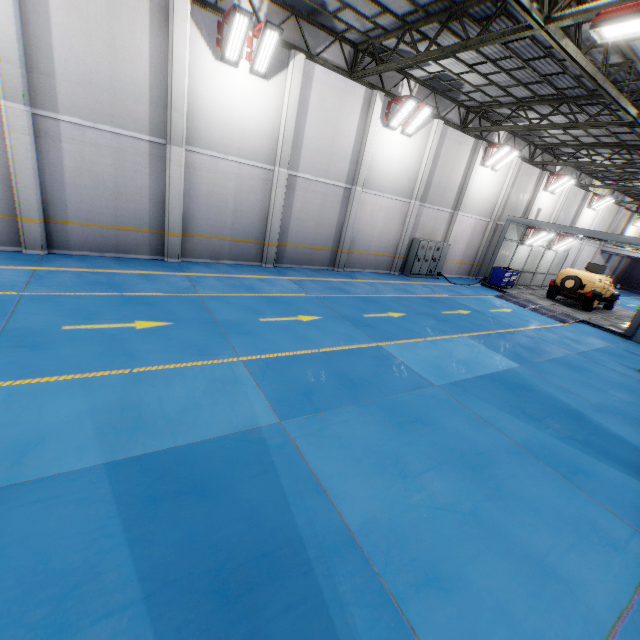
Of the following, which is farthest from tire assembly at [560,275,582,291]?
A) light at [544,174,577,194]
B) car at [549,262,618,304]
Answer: light at [544,174,577,194]

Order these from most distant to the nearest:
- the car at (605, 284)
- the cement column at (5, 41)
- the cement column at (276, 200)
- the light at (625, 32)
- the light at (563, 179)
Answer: the light at (563, 179) < the car at (605, 284) < the cement column at (276, 200) < the cement column at (5, 41) < the light at (625, 32)

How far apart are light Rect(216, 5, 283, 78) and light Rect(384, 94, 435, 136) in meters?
6.6 m

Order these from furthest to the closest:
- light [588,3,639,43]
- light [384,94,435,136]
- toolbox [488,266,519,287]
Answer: toolbox [488,266,519,287] < light [384,94,435,136] < light [588,3,639,43]

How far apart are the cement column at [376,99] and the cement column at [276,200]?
3.35m

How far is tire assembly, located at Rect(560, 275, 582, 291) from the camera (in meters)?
18.62

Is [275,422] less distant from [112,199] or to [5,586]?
[5,586]

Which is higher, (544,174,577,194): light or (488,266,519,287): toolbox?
(544,174,577,194): light
